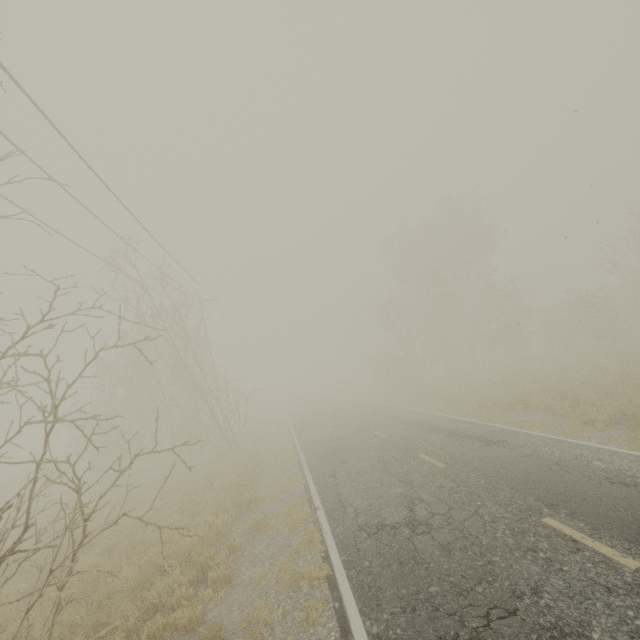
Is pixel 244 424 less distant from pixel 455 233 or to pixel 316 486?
pixel 316 486
